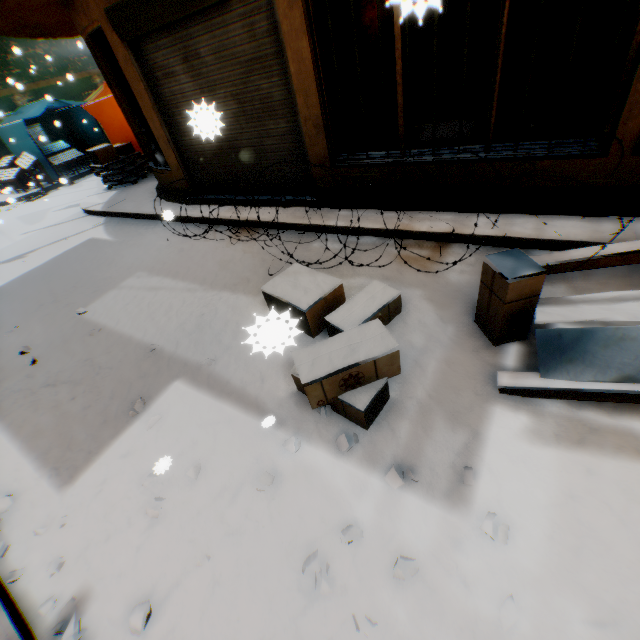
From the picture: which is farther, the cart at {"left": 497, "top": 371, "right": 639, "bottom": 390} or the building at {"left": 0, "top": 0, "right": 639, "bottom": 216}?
the building at {"left": 0, "top": 0, "right": 639, "bottom": 216}

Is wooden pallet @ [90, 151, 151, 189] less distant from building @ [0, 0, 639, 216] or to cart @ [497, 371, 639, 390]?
building @ [0, 0, 639, 216]

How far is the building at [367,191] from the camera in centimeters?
471cm

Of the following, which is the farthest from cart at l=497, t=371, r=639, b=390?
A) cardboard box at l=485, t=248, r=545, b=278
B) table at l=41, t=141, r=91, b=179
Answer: table at l=41, t=141, r=91, b=179

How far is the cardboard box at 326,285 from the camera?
3.1m

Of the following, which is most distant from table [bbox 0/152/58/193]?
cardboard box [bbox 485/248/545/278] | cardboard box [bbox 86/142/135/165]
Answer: cardboard box [bbox 485/248/545/278]

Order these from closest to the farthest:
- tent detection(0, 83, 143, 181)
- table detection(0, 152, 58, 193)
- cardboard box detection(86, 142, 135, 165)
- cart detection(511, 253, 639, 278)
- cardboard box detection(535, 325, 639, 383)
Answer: cardboard box detection(535, 325, 639, 383)
cart detection(511, 253, 639, 278)
cardboard box detection(86, 142, 135, 165)
tent detection(0, 83, 143, 181)
table detection(0, 152, 58, 193)

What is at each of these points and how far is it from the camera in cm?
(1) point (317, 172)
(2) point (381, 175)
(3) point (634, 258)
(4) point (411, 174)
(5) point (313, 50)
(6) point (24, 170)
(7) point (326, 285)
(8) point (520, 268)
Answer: (1) building, 497
(2) building, 449
(3) cart, 262
(4) building, 427
(5) building, 388
(6) table, 1231
(7) cardboard box, 324
(8) cardboard box, 232
